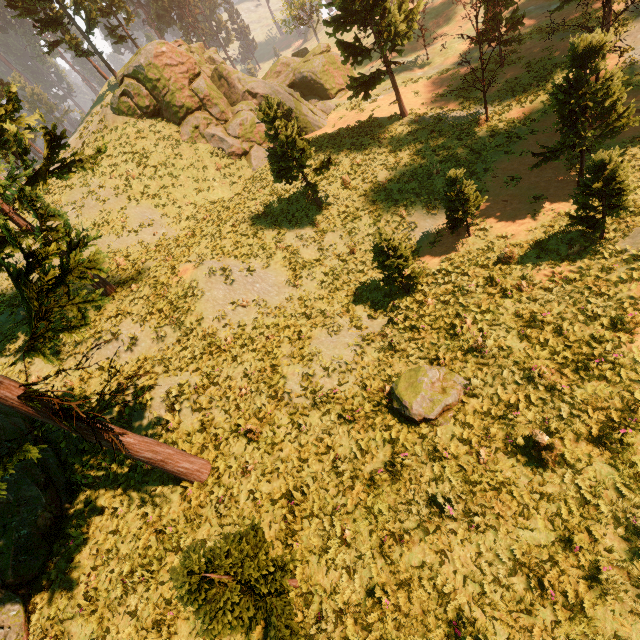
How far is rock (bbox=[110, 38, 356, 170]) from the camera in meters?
25.0

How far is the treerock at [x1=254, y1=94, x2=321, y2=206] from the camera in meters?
15.8

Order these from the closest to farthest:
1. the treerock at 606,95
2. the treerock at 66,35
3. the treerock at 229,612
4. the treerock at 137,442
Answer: the treerock at 229,612
the treerock at 137,442
the treerock at 606,95
the treerock at 66,35

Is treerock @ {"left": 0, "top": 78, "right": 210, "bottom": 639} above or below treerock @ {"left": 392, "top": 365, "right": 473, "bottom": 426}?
above

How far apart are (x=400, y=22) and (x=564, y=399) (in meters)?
24.64

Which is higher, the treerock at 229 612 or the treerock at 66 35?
the treerock at 66 35
